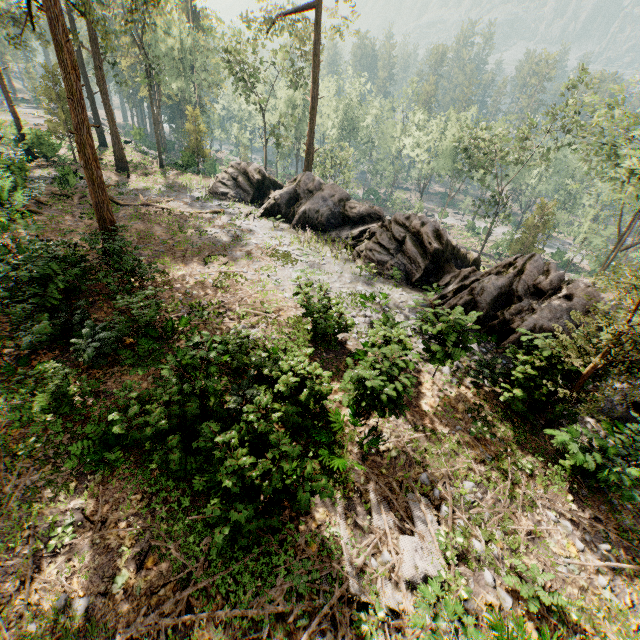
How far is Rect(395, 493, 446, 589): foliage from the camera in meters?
6.8 m

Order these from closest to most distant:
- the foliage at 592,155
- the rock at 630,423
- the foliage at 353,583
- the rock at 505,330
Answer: the foliage at 353,583 → the foliage at 592,155 → the rock at 630,423 → the rock at 505,330

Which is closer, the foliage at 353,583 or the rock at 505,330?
the foliage at 353,583

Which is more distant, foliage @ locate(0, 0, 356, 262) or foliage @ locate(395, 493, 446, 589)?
foliage @ locate(0, 0, 356, 262)

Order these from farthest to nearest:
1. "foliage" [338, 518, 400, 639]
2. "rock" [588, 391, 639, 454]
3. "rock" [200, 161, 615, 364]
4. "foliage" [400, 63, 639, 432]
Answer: "rock" [200, 161, 615, 364], "rock" [588, 391, 639, 454], "foliage" [400, 63, 639, 432], "foliage" [338, 518, 400, 639]

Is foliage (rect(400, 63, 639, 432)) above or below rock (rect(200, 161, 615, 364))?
above

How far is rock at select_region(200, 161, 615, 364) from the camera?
13.8m

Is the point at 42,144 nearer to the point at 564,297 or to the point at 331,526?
the point at 331,526
